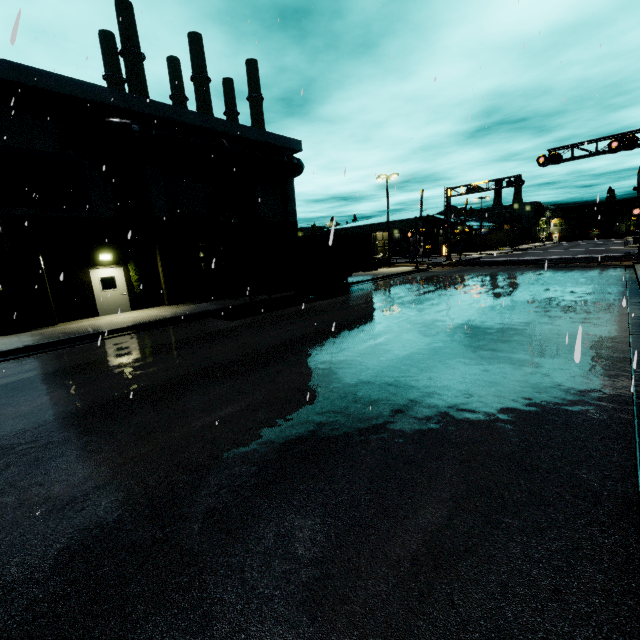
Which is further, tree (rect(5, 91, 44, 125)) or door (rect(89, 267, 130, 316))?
door (rect(89, 267, 130, 316))

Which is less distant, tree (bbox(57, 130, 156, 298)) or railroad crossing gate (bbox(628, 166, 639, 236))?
tree (bbox(57, 130, 156, 298))

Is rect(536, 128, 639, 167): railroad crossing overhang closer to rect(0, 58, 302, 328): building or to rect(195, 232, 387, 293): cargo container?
rect(0, 58, 302, 328): building

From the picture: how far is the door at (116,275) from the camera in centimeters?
1631cm

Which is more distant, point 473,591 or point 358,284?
point 358,284

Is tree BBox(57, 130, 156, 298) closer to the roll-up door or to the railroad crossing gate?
the roll-up door

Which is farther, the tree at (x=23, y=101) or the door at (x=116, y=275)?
the door at (x=116, y=275)

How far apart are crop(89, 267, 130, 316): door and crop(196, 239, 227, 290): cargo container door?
5.2m
